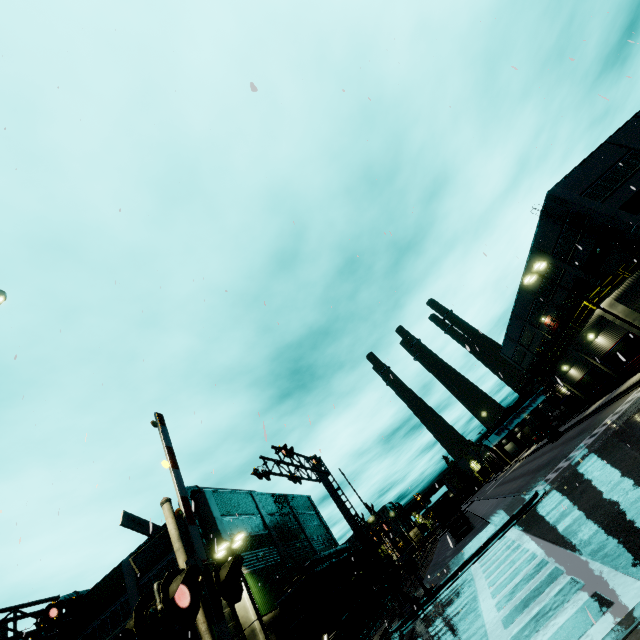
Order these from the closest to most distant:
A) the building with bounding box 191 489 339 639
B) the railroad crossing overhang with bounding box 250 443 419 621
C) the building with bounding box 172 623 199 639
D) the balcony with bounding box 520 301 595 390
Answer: the railroad crossing overhang with bounding box 250 443 419 621 < the building with bounding box 172 623 199 639 < the building with bounding box 191 489 339 639 < the balcony with bounding box 520 301 595 390

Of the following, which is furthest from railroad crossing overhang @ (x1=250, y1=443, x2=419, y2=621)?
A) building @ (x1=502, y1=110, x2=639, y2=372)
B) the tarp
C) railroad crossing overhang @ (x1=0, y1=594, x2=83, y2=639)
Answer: the tarp

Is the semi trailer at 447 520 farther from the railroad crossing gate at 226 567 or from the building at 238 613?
the railroad crossing gate at 226 567

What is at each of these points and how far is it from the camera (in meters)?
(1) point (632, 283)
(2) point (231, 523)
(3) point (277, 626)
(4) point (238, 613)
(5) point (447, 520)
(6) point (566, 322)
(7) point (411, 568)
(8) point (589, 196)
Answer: (1) building, 24.77
(2) building, 28.08
(3) roll-up door, 23.97
(4) building, 22.42
(5) semi trailer, 42.44
(6) balcony, 39.41
(7) railroad crossing gate, 17.47
(8) building, 29.53

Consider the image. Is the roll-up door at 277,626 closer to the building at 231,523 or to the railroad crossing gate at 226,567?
the building at 231,523

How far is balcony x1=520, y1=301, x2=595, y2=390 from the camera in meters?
31.0 m

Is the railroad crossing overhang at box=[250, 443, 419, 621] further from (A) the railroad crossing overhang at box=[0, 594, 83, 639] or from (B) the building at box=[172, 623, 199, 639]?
(A) the railroad crossing overhang at box=[0, 594, 83, 639]

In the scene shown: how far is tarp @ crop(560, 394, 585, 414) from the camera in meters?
37.2
